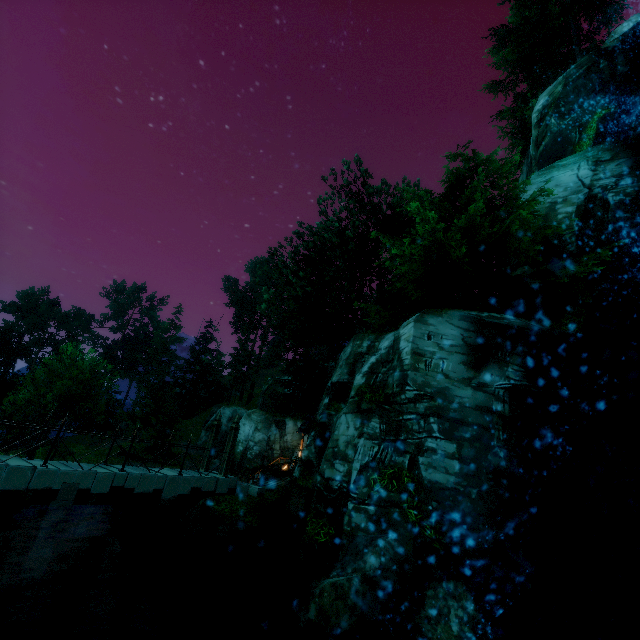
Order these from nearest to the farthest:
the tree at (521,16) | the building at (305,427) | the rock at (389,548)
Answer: the rock at (389,548), the tree at (521,16), the building at (305,427)

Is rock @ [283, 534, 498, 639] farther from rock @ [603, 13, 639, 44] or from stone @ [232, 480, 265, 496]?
rock @ [603, 13, 639, 44]

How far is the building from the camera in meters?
23.6 m

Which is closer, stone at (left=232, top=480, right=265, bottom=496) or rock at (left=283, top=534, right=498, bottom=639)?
rock at (left=283, top=534, right=498, bottom=639)

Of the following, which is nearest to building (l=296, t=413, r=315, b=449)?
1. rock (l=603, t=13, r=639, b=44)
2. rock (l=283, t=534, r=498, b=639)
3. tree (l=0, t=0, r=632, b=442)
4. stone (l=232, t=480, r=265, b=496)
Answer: tree (l=0, t=0, r=632, b=442)

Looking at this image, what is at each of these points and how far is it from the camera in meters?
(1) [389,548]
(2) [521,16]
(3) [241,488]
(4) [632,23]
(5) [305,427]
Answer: (1) rock, 6.4 m
(2) tree, 30.4 m
(3) stone, 14.5 m
(4) rock, 18.6 m
(5) building, 23.6 m

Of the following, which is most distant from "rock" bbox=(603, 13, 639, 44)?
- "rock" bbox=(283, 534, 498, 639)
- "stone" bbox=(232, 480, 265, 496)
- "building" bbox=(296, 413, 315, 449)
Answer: "stone" bbox=(232, 480, 265, 496)

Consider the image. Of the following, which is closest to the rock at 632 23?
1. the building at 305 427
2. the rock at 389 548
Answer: the building at 305 427
